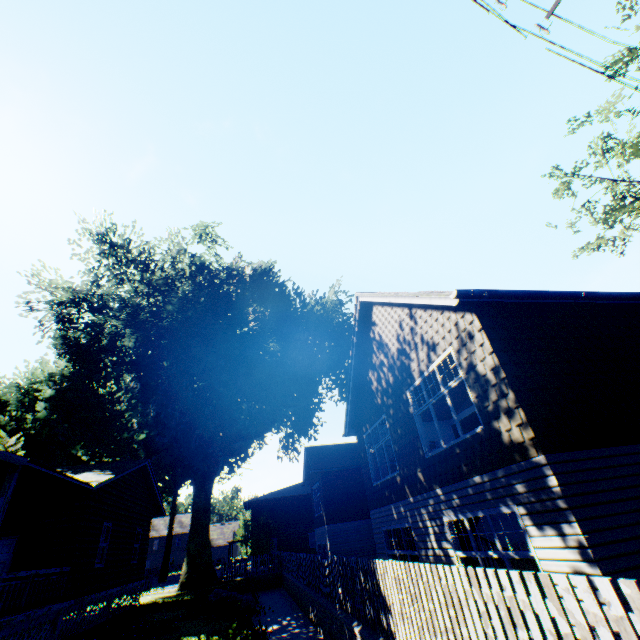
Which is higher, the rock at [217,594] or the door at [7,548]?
the door at [7,548]

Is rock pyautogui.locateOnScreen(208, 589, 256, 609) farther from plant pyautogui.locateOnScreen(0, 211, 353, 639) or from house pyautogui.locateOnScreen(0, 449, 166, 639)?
plant pyautogui.locateOnScreen(0, 211, 353, 639)

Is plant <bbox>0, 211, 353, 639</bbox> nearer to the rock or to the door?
the door

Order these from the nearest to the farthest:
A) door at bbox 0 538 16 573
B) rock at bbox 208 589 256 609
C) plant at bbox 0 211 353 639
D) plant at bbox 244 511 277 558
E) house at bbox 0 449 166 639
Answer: house at bbox 0 449 166 639, door at bbox 0 538 16 573, rock at bbox 208 589 256 609, plant at bbox 0 211 353 639, plant at bbox 244 511 277 558

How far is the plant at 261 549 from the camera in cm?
3481

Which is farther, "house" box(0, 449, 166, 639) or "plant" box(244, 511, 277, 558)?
"plant" box(244, 511, 277, 558)

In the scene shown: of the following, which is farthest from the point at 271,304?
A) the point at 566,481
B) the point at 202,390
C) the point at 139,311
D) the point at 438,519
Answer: the point at 566,481
